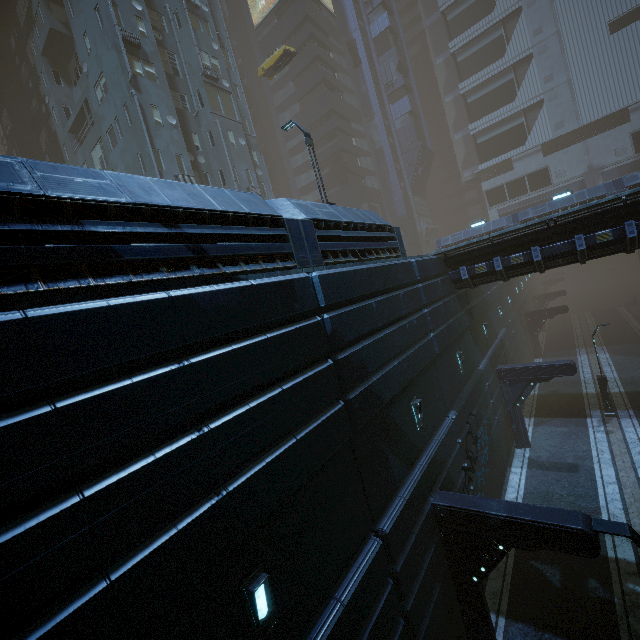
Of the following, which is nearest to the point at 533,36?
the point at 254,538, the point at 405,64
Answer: the point at 405,64

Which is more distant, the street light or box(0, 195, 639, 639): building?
the street light

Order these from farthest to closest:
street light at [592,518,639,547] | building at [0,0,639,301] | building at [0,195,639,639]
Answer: street light at [592,518,639,547] < building at [0,0,639,301] < building at [0,195,639,639]

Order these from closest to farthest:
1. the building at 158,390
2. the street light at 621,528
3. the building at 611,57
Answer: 1. the building at 158,390
2. the building at 611,57
3. the street light at 621,528

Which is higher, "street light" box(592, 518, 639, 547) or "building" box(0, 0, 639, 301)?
"building" box(0, 0, 639, 301)

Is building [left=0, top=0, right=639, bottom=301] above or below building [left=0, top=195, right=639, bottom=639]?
above

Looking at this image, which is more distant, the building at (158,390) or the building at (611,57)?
the building at (611,57)
